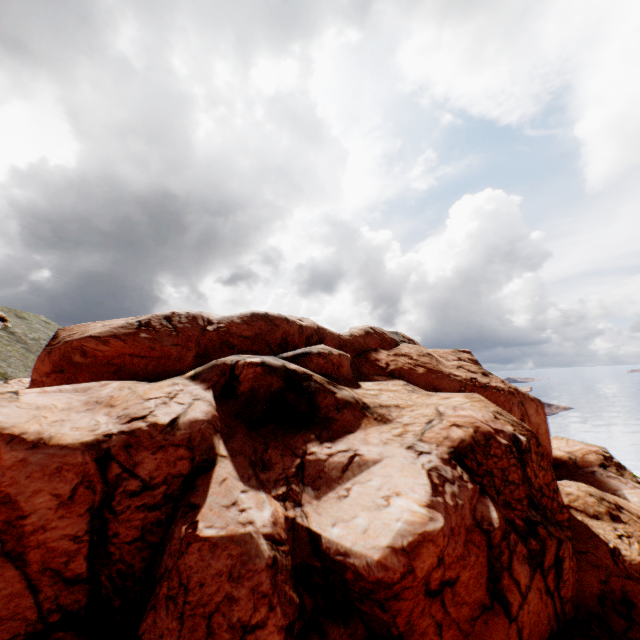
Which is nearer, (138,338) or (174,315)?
(138,338)
